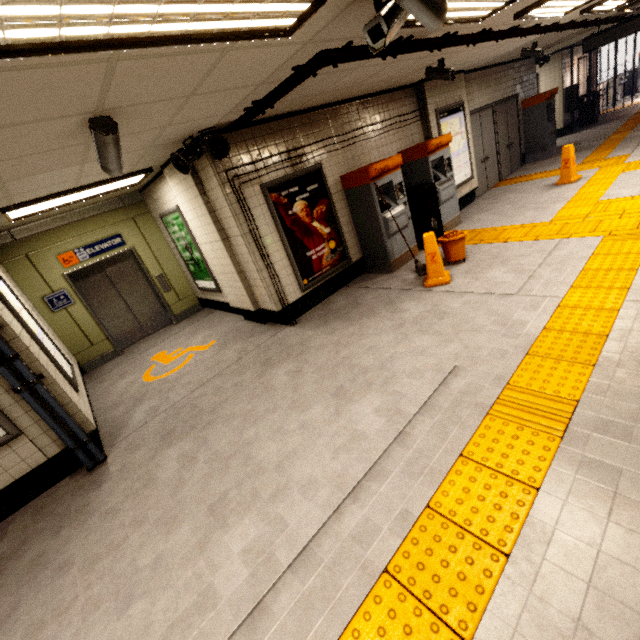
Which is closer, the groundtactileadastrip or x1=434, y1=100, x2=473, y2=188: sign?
the groundtactileadastrip

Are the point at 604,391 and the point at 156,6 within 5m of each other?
yes

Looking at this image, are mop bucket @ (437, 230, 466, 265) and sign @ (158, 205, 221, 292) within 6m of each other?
yes

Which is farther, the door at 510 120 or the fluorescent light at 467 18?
the door at 510 120

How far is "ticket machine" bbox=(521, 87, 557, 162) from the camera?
9.8m

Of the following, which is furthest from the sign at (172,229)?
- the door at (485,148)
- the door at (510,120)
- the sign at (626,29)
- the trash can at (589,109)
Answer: the trash can at (589,109)

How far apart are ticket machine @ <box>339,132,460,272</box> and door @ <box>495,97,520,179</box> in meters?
5.6

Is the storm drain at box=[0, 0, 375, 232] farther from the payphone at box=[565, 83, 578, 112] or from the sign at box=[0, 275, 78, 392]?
the payphone at box=[565, 83, 578, 112]
